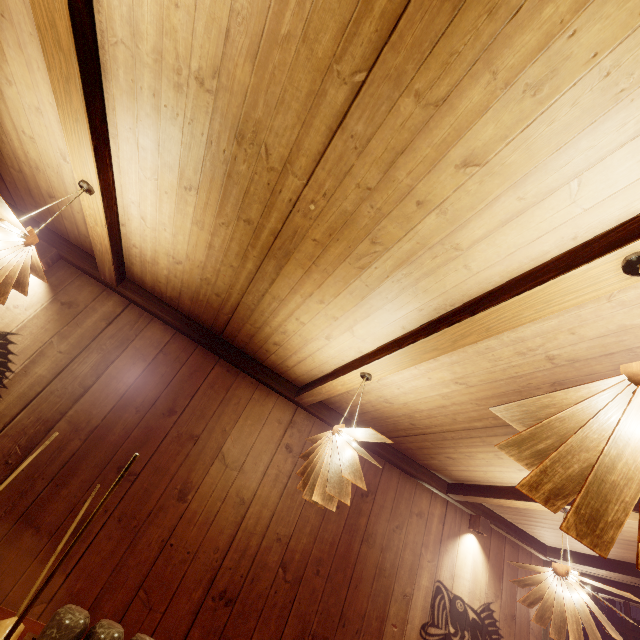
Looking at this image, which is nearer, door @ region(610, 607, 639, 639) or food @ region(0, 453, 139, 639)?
food @ region(0, 453, 139, 639)

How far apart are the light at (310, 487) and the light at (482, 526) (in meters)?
4.43

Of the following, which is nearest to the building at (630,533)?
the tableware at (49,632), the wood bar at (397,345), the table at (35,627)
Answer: the wood bar at (397,345)

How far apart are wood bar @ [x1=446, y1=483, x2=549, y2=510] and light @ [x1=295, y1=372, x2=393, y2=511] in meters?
3.4 m

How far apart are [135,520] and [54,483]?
1.08m

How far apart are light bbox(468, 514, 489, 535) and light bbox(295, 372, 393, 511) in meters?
4.4 m

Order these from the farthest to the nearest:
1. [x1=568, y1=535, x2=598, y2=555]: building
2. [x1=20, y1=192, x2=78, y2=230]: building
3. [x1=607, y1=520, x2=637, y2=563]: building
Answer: [x1=568, y1=535, x2=598, y2=555]: building < [x1=607, y1=520, x2=637, y2=563]: building < [x1=20, y1=192, x2=78, y2=230]: building

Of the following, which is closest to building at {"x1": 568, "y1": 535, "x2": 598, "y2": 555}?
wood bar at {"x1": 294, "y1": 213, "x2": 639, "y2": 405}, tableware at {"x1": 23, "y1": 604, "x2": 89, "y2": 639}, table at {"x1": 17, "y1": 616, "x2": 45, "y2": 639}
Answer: wood bar at {"x1": 294, "y1": 213, "x2": 639, "y2": 405}
